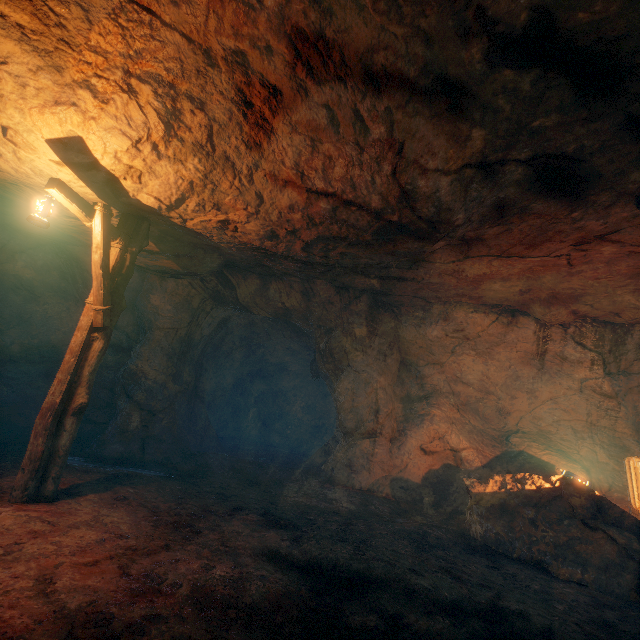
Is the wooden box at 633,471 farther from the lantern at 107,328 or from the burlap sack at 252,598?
the lantern at 107,328

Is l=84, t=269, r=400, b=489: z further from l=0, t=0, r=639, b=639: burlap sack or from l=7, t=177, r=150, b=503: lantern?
l=7, t=177, r=150, b=503: lantern

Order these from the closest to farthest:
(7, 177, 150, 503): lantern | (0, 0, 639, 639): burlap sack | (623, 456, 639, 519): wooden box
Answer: (0, 0, 639, 639): burlap sack → (7, 177, 150, 503): lantern → (623, 456, 639, 519): wooden box

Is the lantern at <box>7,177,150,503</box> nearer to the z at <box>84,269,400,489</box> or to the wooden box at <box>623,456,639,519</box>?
the z at <box>84,269,400,489</box>

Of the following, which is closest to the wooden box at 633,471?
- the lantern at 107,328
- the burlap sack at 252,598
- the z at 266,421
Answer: the burlap sack at 252,598

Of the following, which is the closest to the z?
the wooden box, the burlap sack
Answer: the burlap sack

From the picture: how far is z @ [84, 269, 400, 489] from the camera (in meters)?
8.48

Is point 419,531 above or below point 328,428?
below
